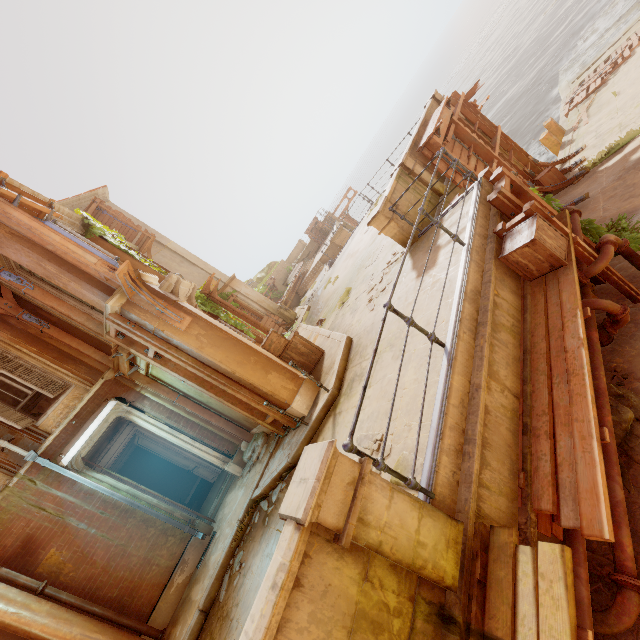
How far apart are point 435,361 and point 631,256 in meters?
4.0 m

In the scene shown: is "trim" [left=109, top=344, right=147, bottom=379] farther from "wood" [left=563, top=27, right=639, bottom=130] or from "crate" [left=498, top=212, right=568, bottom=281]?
"wood" [left=563, top=27, right=639, bottom=130]

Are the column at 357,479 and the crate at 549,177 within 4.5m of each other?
no

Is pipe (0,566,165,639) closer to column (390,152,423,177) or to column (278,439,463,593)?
column (278,439,463,593)

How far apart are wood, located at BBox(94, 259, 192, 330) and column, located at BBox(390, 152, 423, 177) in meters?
6.6 m

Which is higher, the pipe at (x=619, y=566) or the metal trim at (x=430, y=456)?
the metal trim at (x=430, y=456)

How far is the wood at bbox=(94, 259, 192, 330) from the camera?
5.5 meters

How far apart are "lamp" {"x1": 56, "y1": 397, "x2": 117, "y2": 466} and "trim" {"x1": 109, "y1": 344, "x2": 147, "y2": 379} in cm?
49
